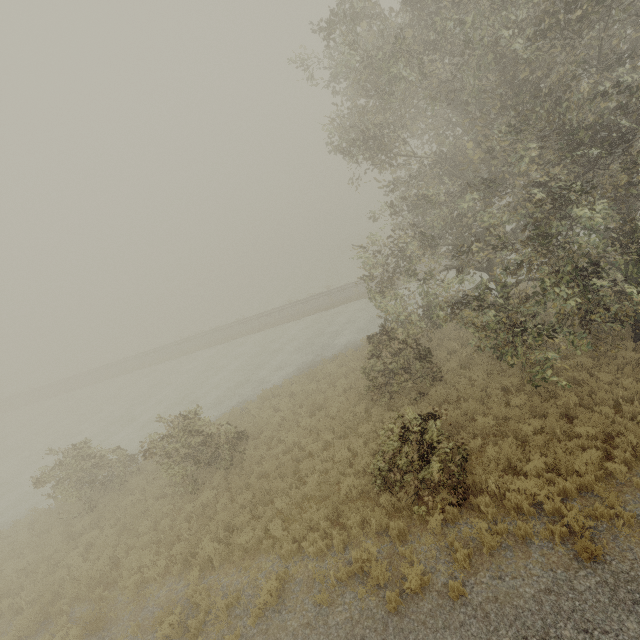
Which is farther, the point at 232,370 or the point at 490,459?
the point at 232,370
